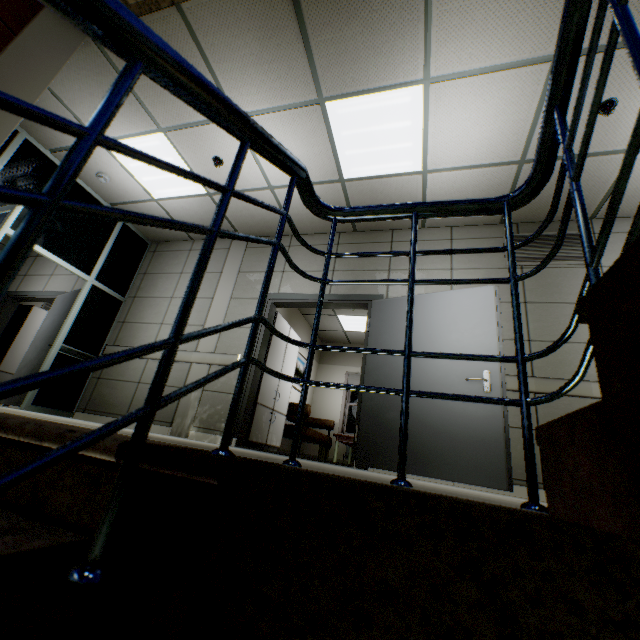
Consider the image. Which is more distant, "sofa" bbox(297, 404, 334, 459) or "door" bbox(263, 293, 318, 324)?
"sofa" bbox(297, 404, 334, 459)

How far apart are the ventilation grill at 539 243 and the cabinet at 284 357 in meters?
3.3

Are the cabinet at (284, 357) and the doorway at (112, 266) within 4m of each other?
yes

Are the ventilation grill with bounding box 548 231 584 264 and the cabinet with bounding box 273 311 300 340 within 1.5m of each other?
no

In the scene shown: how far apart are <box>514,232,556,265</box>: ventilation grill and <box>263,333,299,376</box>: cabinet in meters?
3.3 m

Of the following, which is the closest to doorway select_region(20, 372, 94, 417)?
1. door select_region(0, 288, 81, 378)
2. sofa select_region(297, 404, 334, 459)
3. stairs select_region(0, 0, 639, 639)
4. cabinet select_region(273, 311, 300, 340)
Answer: door select_region(0, 288, 81, 378)

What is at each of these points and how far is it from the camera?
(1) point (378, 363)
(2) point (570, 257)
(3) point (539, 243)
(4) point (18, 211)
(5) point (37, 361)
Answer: (1) door, 3.8m
(2) ventilation grill, 3.9m
(3) ventilation grill, 4.1m
(4) doorway, 3.4m
(5) door, 5.2m
